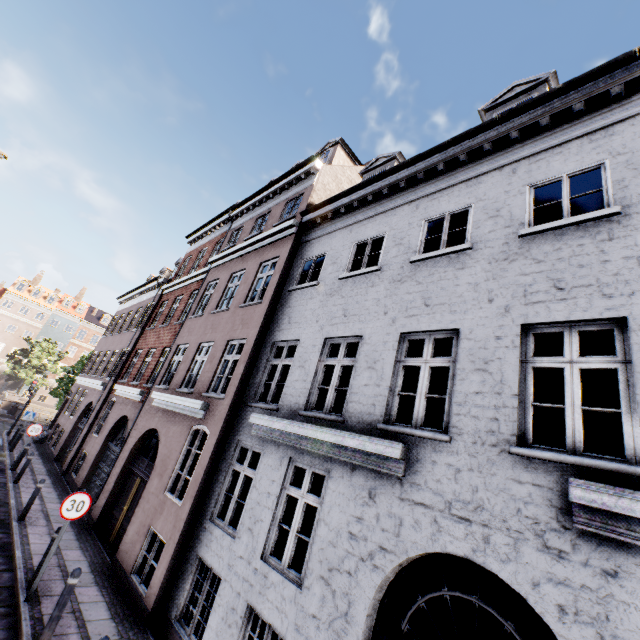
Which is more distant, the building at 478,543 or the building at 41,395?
the building at 41,395

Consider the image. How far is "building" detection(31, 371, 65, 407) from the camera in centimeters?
4872cm

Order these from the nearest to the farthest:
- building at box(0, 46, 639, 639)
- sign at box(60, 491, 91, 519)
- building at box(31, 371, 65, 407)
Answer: building at box(0, 46, 639, 639)
sign at box(60, 491, 91, 519)
building at box(31, 371, 65, 407)

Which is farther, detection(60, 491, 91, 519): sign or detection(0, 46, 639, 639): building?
detection(60, 491, 91, 519): sign

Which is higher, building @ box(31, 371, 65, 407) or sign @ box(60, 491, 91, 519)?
sign @ box(60, 491, 91, 519)

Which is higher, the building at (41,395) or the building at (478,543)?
the building at (478,543)

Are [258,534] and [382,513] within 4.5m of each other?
yes

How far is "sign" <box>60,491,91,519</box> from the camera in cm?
664
